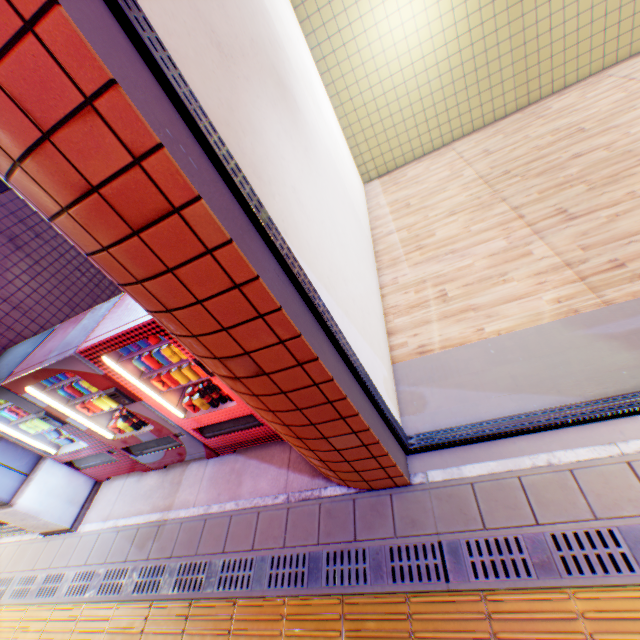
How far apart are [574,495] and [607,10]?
8.9m

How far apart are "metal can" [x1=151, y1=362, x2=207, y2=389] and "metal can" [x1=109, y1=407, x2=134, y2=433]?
0.9m

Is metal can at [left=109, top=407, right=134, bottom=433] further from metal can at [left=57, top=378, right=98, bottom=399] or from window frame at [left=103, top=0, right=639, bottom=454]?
window frame at [left=103, top=0, right=639, bottom=454]

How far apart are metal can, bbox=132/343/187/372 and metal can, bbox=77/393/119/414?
0.4m

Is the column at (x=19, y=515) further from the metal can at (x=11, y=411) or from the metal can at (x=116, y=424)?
the metal can at (x=116, y=424)

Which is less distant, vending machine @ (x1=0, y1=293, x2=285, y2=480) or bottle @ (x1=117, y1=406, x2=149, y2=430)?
vending machine @ (x1=0, y1=293, x2=285, y2=480)

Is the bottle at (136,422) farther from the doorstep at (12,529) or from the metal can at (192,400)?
the doorstep at (12,529)

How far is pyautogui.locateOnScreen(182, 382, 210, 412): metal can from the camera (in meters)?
3.38
